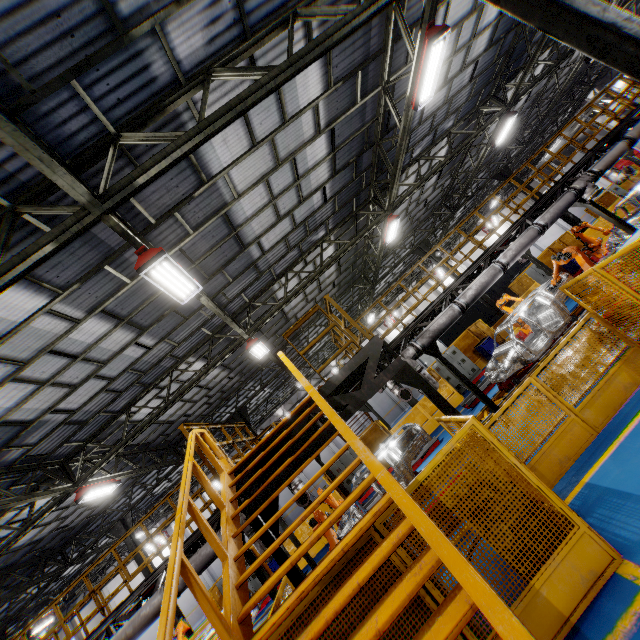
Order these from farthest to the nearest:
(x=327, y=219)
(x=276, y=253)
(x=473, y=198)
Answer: (x=473, y=198) → (x=327, y=219) → (x=276, y=253)

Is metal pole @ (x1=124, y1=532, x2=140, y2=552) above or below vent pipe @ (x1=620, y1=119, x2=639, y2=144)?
above

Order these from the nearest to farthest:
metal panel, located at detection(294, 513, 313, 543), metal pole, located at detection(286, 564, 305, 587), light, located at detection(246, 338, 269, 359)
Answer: metal pole, located at detection(286, 564, 305, 587)
light, located at detection(246, 338, 269, 359)
metal panel, located at detection(294, 513, 313, 543)

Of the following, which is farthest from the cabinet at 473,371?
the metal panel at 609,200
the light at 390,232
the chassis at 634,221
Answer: the light at 390,232

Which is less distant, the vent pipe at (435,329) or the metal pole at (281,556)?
the metal pole at (281,556)

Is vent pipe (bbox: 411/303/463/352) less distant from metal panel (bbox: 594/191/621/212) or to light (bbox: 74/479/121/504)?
metal panel (bbox: 594/191/621/212)

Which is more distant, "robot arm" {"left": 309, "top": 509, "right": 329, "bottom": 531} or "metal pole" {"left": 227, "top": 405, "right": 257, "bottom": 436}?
"metal pole" {"left": 227, "top": 405, "right": 257, "bottom": 436}

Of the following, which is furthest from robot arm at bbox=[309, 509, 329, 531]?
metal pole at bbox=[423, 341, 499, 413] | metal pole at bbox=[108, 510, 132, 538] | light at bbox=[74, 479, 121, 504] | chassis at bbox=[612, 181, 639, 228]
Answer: metal pole at bbox=[108, 510, 132, 538]
